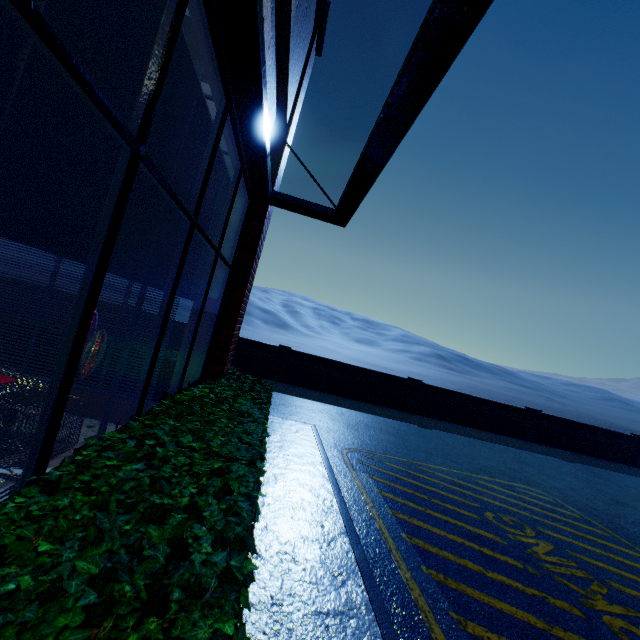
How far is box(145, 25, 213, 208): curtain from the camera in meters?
2.3

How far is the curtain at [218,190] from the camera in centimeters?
A: 375cm

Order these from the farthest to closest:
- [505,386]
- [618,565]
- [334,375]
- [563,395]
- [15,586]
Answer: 1. [563,395]
2. [505,386]
3. [334,375]
4. [618,565]
5. [15,586]

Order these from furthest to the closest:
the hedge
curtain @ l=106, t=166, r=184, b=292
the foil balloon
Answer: the foil balloon
curtain @ l=106, t=166, r=184, b=292
the hedge

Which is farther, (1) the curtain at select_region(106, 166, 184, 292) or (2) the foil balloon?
(2) the foil balloon

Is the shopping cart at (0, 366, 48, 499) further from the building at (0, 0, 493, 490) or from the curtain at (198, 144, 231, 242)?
the curtain at (198, 144, 231, 242)

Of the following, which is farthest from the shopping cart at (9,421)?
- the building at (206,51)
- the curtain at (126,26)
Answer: the curtain at (126,26)

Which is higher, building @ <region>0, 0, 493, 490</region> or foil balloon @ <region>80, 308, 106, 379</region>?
building @ <region>0, 0, 493, 490</region>
